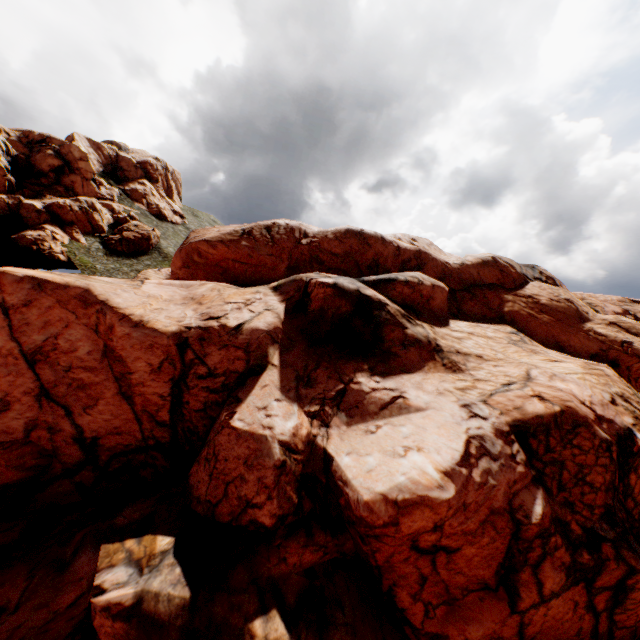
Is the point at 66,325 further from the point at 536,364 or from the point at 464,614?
the point at 536,364

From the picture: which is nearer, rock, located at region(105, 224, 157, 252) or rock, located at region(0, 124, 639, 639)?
rock, located at region(0, 124, 639, 639)

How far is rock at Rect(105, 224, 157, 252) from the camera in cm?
5431

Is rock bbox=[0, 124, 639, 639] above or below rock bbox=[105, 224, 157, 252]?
below

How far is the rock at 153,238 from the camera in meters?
54.3

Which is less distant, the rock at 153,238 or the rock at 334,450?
the rock at 334,450
